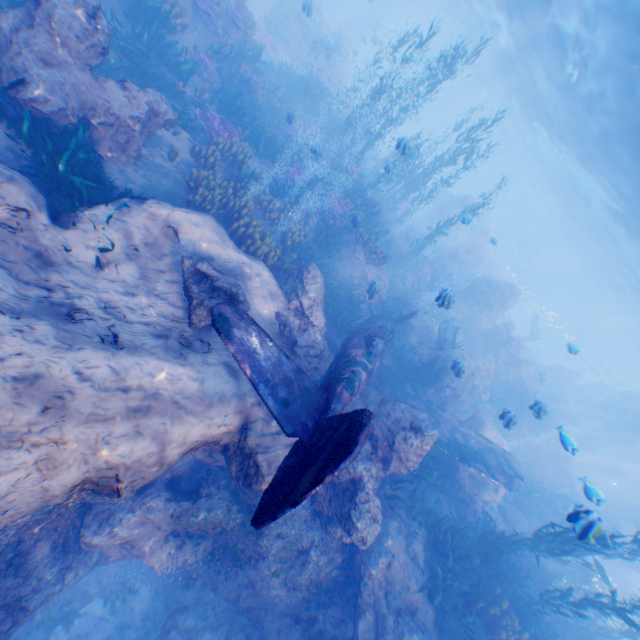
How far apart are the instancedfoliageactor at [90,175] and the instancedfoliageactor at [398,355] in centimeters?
1097cm

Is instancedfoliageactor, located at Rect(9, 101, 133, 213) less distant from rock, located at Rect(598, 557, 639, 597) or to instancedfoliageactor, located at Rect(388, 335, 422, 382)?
rock, located at Rect(598, 557, 639, 597)

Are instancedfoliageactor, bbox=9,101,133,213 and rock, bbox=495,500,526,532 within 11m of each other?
no

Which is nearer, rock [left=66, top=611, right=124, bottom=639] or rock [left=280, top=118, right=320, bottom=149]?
rock [left=66, top=611, right=124, bottom=639]

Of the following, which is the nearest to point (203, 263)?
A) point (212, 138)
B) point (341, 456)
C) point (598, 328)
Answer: point (341, 456)

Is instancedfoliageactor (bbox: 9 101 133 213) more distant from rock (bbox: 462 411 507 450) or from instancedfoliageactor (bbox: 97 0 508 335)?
instancedfoliageactor (bbox: 97 0 508 335)

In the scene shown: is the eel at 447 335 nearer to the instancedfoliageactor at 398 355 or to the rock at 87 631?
the rock at 87 631

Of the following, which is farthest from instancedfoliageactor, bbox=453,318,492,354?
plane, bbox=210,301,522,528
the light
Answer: the light
